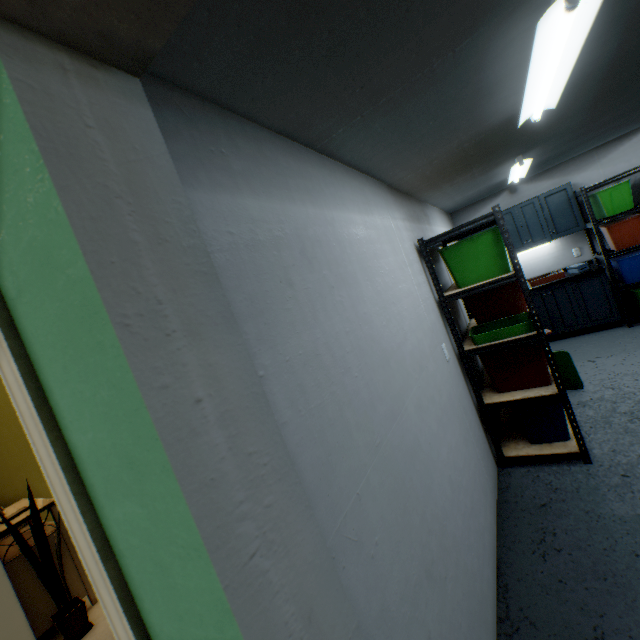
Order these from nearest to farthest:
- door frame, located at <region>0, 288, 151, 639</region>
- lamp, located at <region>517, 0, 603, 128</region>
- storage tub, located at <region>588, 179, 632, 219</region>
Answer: door frame, located at <region>0, 288, 151, 639</region>, lamp, located at <region>517, 0, 603, 128</region>, storage tub, located at <region>588, 179, 632, 219</region>

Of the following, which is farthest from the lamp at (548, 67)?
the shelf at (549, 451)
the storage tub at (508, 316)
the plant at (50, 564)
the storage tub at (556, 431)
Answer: the plant at (50, 564)

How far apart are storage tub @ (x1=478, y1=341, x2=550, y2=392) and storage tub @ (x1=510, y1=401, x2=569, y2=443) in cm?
11

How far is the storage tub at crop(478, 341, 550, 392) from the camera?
2.48m

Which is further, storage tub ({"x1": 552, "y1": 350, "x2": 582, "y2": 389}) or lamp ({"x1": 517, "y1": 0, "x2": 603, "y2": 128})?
storage tub ({"x1": 552, "y1": 350, "x2": 582, "y2": 389})

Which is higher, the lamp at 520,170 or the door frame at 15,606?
the lamp at 520,170

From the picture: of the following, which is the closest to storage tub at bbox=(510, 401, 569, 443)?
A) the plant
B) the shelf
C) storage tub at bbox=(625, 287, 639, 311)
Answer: the shelf

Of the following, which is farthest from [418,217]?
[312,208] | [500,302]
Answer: [312,208]
